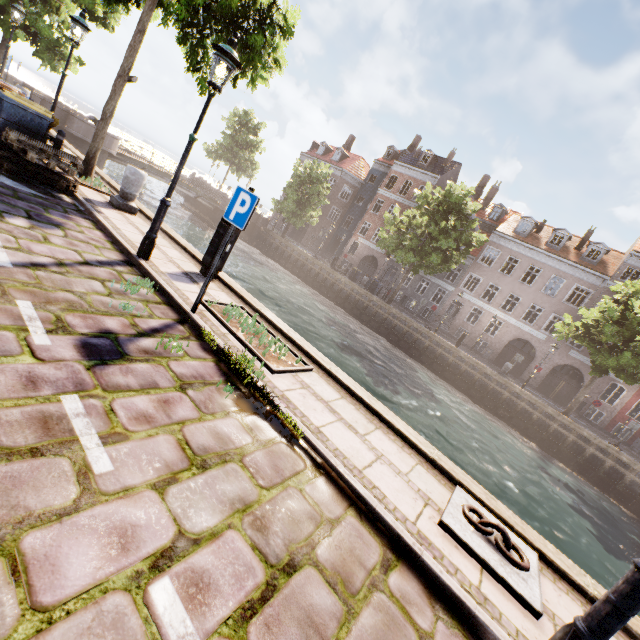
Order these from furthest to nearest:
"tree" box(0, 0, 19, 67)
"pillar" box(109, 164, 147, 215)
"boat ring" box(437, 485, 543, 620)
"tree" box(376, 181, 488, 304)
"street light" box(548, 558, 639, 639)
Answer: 1. "tree" box(376, 181, 488, 304)
2. "tree" box(0, 0, 19, 67)
3. "pillar" box(109, 164, 147, 215)
4. "boat ring" box(437, 485, 543, 620)
5. "street light" box(548, 558, 639, 639)

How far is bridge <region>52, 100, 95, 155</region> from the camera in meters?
19.3

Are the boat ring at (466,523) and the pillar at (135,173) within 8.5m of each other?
no

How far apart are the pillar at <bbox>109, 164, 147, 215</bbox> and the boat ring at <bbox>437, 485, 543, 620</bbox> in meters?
9.2 m

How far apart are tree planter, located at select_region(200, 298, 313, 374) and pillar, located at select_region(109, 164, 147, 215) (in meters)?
4.72

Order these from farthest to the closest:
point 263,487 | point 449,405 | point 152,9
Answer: point 449,405 < point 152,9 < point 263,487

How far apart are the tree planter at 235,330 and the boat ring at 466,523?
2.50m

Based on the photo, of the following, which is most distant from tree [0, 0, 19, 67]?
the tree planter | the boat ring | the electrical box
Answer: the tree planter
